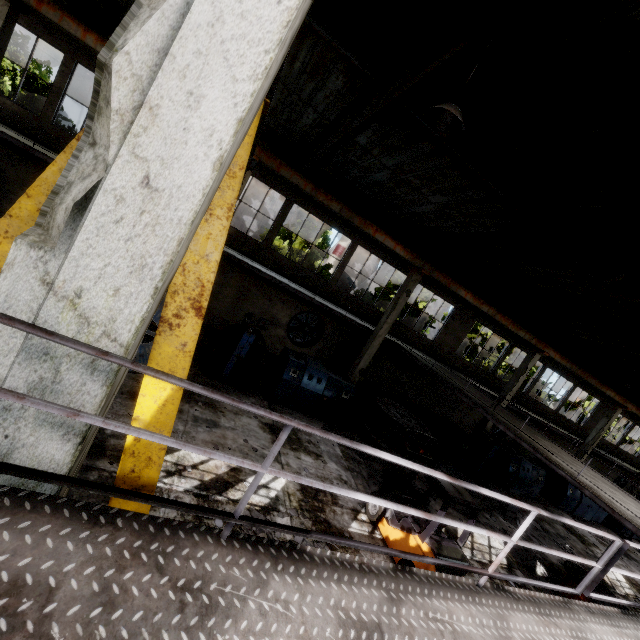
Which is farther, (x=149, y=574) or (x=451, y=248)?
(x=451, y=248)

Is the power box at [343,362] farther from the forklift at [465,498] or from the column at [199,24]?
the column at [199,24]

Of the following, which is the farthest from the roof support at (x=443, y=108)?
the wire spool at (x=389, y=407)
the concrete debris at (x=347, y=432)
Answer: the concrete debris at (x=347, y=432)

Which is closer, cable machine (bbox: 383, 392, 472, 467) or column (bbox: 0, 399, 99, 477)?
column (bbox: 0, 399, 99, 477)

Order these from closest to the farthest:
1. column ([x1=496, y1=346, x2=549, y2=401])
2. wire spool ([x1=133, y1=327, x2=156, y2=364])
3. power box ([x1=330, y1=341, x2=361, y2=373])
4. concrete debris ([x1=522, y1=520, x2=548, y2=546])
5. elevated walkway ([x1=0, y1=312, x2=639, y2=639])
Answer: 1. elevated walkway ([x1=0, y1=312, x2=639, y2=639])
2. wire spool ([x1=133, y1=327, x2=156, y2=364])
3. concrete debris ([x1=522, y1=520, x2=548, y2=546])
4. power box ([x1=330, y1=341, x2=361, y2=373])
5. column ([x1=496, y1=346, x2=549, y2=401])

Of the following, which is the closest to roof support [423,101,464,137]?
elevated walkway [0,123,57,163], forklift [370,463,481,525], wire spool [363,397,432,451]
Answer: elevated walkway [0,123,57,163]

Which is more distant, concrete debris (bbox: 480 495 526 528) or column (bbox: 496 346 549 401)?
column (bbox: 496 346 549 401)

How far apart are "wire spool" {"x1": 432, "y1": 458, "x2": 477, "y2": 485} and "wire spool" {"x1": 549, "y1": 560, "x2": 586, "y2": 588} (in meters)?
2.83
